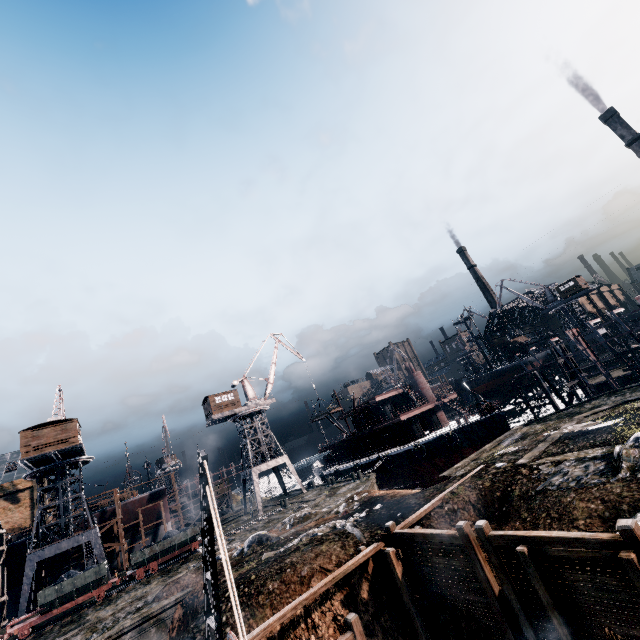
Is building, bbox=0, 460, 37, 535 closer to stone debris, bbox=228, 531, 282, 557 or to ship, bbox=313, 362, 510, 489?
stone debris, bbox=228, 531, 282, 557

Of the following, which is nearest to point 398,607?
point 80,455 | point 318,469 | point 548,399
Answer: point 548,399

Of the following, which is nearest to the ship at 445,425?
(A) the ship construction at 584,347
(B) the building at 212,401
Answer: (A) the ship construction at 584,347

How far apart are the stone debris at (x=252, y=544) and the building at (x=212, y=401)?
23.3m

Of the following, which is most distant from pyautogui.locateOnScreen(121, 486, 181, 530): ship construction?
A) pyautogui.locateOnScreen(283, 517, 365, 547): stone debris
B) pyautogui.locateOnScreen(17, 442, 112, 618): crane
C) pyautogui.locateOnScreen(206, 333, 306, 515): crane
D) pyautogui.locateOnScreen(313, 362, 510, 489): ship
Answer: pyautogui.locateOnScreen(283, 517, 365, 547): stone debris

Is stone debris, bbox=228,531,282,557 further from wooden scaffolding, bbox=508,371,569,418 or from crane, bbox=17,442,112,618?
wooden scaffolding, bbox=508,371,569,418

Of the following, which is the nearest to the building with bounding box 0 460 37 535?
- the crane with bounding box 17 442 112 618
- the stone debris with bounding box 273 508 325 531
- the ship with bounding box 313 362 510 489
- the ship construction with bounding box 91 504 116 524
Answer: the crane with bounding box 17 442 112 618

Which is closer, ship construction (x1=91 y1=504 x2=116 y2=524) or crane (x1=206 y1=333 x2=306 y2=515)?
ship construction (x1=91 y1=504 x2=116 y2=524)
